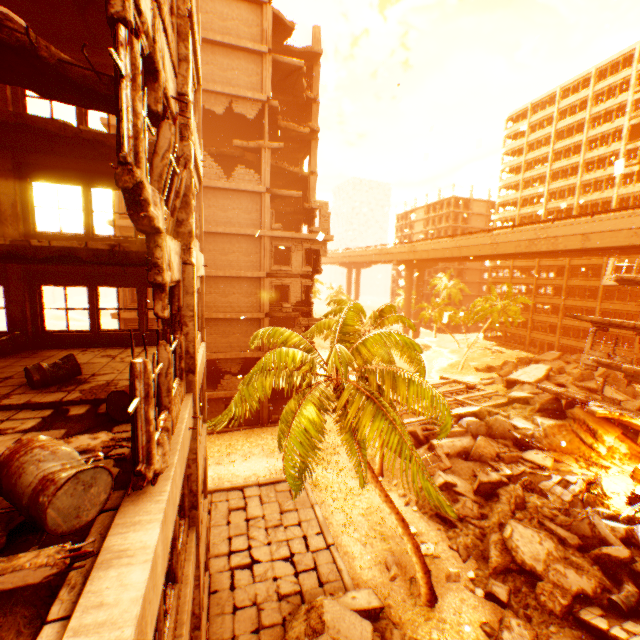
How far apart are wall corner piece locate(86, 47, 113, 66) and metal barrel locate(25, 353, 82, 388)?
8.05m

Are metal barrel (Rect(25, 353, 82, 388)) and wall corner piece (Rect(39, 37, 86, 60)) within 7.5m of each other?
no

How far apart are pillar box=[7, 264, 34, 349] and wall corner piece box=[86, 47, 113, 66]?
5.7 meters

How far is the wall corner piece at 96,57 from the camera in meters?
9.1

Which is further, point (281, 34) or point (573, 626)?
point (281, 34)

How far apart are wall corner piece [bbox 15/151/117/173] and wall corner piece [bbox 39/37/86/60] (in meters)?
2.33

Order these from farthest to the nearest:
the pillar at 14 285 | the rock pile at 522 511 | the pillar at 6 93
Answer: the rock pile at 522 511, the pillar at 14 285, the pillar at 6 93

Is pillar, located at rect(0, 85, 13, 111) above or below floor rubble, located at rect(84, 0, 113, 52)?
below
